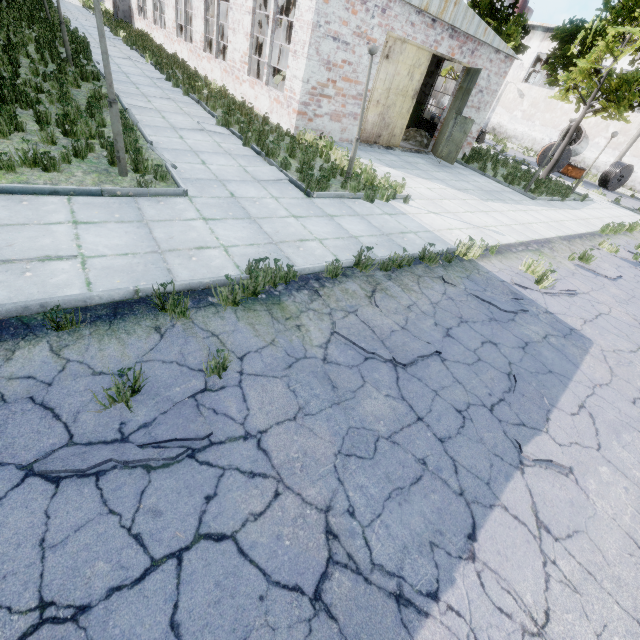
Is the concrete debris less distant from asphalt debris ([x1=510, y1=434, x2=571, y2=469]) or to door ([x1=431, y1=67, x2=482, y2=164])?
door ([x1=431, y1=67, x2=482, y2=164])

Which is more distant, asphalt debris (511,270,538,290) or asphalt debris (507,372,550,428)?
asphalt debris (511,270,538,290)

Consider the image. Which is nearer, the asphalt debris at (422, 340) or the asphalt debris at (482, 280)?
the asphalt debris at (422, 340)

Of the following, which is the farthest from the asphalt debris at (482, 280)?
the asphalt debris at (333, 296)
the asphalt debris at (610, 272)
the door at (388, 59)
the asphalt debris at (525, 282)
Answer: the door at (388, 59)

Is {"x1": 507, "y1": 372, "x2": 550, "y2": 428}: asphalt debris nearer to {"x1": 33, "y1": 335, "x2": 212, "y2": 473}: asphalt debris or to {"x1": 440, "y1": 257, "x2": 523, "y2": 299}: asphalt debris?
{"x1": 440, "y1": 257, "x2": 523, "y2": 299}: asphalt debris

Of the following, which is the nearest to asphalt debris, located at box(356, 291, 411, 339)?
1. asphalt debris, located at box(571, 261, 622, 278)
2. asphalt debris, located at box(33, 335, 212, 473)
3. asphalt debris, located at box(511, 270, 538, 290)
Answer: asphalt debris, located at box(33, 335, 212, 473)

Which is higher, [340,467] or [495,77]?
[495,77]

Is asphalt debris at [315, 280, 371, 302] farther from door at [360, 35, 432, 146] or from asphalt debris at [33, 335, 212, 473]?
door at [360, 35, 432, 146]
